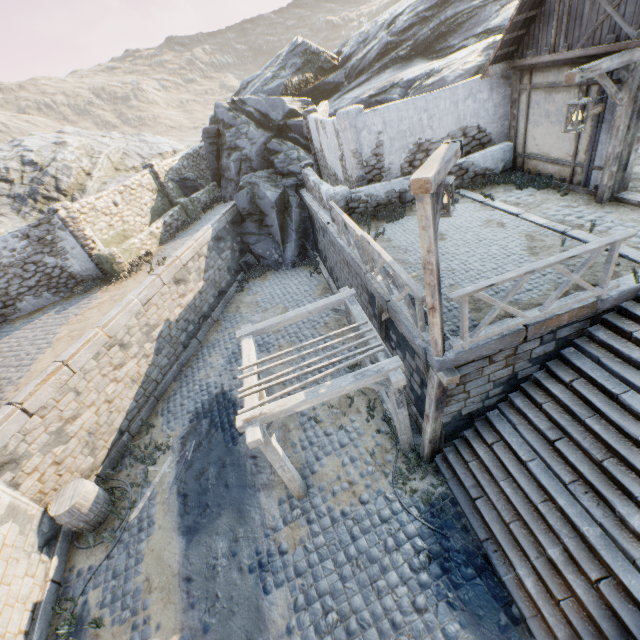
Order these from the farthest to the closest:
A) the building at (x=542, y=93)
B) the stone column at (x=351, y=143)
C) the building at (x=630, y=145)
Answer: the stone column at (x=351, y=143), the building at (x=542, y=93), the building at (x=630, y=145)

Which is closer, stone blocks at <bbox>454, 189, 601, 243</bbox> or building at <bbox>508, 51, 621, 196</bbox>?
stone blocks at <bbox>454, 189, 601, 243</bbox>

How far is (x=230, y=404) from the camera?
10.62m

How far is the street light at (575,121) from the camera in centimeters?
613cm

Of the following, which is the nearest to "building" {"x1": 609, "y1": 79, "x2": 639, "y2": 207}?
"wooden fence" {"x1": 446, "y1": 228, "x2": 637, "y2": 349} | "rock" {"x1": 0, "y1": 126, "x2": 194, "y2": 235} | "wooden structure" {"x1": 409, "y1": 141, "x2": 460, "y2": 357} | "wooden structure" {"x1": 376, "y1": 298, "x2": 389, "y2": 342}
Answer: "wooden fence" {"x1": 446, "y1": 228, "x2": 637, "y2": 349}

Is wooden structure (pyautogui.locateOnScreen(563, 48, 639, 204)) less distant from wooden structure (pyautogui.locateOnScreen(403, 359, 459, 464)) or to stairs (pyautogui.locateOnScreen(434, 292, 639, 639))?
stairs (pyautogui.locateOnScreen(434, 292, 639, 639))

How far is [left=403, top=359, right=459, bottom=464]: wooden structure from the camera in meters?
5.5 m

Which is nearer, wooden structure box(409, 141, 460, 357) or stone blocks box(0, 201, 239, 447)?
wooden structure box(409, 141, 460, 357)
